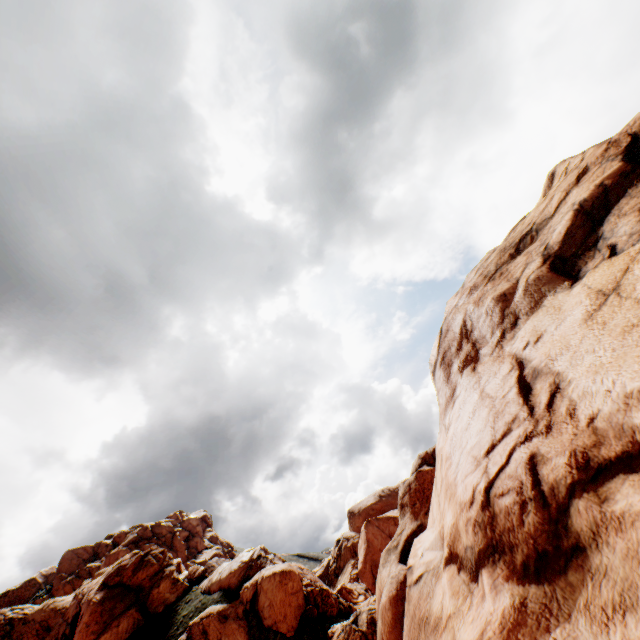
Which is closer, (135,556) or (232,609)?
(232,609)
